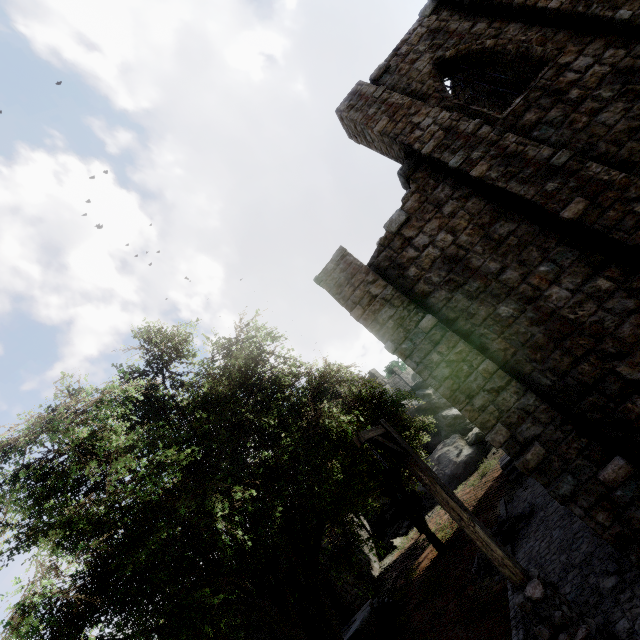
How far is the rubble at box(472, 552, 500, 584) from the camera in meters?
12.1

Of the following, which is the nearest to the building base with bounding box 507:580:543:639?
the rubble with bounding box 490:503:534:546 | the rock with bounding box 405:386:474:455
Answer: the rubble with bounding box 490:503:534:546

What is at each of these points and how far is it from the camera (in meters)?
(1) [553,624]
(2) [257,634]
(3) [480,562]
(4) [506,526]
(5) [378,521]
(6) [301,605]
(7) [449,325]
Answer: (1) wooden lamp post, 5.06
(2) building, 11.39
(3) rubble, 12.55
(4) rubble, 12.35
(5) rock, 35.06
(6) building, 15.49
(7) building, 7.93

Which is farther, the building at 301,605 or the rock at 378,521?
the rock at 378,521

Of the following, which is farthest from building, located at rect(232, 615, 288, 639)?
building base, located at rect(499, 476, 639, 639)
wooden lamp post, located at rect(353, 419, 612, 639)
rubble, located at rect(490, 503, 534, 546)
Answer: rubble, located at rect(490, 503, 534, 546)

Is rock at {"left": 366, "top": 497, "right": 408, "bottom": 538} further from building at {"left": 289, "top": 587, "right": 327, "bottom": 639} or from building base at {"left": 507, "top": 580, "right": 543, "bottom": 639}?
building base at {"left": 507, "top": 580, "right": 543, "bottom": 639}

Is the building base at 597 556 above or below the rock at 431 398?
below
